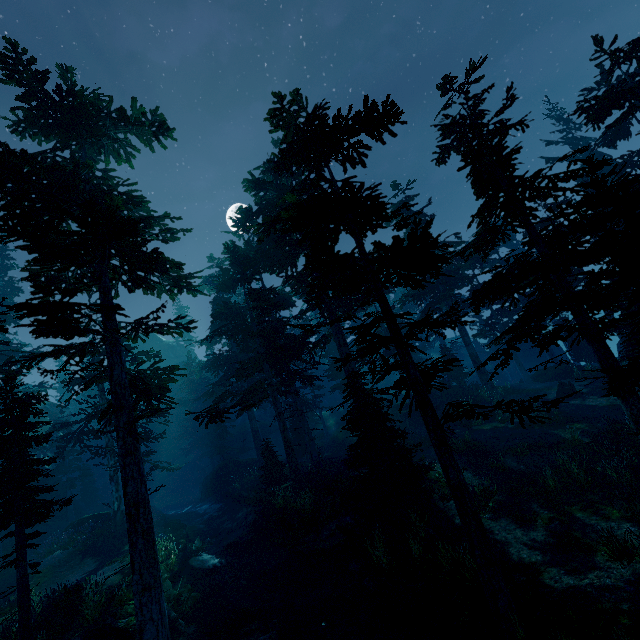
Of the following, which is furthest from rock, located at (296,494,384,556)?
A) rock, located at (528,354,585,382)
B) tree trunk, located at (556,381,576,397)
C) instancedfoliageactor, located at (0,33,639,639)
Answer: tree trunk, located at (556,381,576,397)

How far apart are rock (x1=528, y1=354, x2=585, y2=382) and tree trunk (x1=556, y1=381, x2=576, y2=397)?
3.8 meters

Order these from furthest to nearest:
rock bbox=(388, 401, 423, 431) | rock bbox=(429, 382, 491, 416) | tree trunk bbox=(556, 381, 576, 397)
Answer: rock bbox=(388, 401, 423, 431)
rock bbox=(429, 382, 491, 416)
tree trunk bbox=(556, 381, 576, 397)

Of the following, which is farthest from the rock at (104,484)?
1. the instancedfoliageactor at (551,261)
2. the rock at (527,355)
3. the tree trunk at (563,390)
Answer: the tree trunk at (563,390)

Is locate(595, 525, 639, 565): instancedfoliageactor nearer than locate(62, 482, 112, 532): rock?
Yes

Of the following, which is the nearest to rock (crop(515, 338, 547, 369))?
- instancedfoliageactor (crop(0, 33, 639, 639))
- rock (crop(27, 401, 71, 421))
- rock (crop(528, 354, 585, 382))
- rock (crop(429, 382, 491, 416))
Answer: instancedfoliageactor (crop(0, 33, 639, 639))

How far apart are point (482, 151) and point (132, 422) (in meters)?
14.87

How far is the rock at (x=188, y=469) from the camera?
32.1 meters
